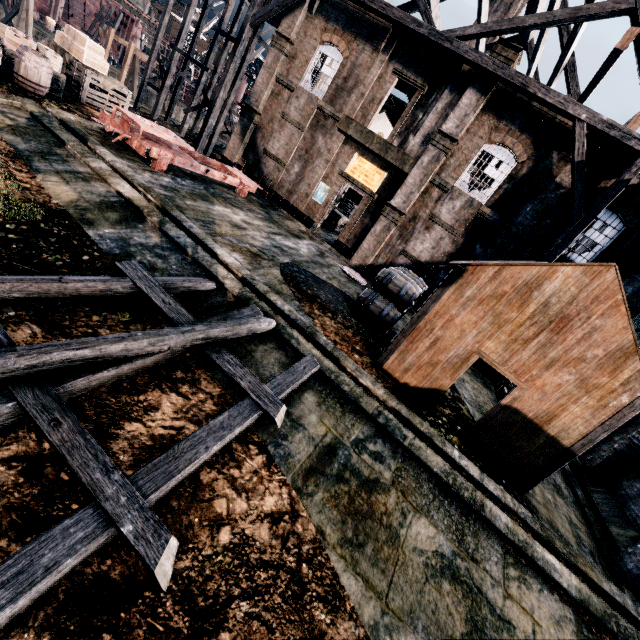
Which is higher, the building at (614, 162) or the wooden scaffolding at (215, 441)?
the building at (614, 162)

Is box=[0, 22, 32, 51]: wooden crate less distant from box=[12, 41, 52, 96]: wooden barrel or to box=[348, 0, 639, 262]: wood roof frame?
box=[12, 41, 52, 96]: wooden barrel

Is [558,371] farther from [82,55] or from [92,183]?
[82,55]

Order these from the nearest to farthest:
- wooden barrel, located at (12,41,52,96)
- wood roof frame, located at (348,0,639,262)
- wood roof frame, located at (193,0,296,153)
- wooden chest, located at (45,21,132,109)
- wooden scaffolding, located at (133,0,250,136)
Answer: wooden barrel, located at (12,41,52,96) < wood roof frame, located at (348,0,639,262) < wooden chest, located at (45,21,132,109) < wood roof frame, located at (193,0,296,153) < wooden scaffolding, located at (133,0,250,136)

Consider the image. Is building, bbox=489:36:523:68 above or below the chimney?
below

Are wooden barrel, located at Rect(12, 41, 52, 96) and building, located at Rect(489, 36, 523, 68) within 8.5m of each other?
no

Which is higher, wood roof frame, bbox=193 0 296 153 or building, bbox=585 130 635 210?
building, bbox=585 130 635 210

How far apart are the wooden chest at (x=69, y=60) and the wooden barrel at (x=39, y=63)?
3.49m
